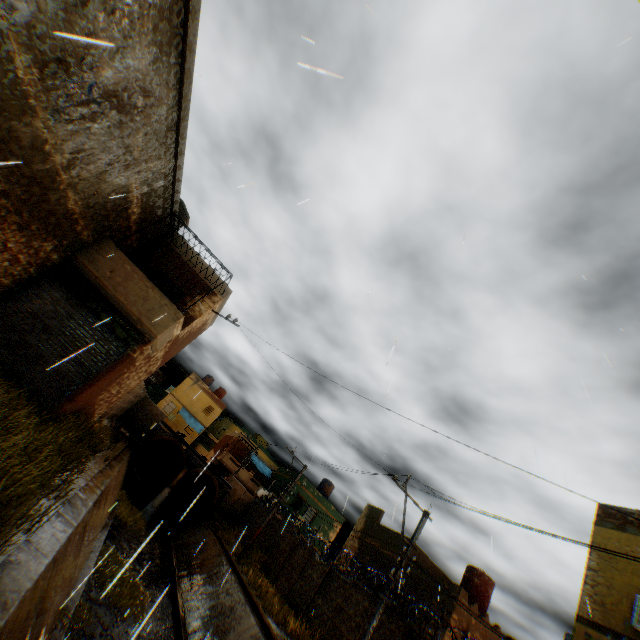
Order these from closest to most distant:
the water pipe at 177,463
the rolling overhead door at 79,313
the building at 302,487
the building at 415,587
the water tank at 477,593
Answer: the rolling overhead door at 79,313 < the building at 415,587 < the water tank at 477,593 < the water pipe at 177,463 < the building at 302,487

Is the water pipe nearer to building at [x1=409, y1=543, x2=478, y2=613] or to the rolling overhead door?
building at [x1=409, y1=543, x2=478, y2=613]

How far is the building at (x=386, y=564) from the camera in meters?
20.7

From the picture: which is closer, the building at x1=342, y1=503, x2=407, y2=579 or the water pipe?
the building at x1=342, y1=503, x2=407, y2=579

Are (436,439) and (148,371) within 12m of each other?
no

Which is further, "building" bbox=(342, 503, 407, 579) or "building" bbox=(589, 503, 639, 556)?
"building" bbox=(342, 503, 407, 579)

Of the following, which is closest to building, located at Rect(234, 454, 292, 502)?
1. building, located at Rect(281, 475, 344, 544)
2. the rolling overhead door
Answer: the rolling overhead door

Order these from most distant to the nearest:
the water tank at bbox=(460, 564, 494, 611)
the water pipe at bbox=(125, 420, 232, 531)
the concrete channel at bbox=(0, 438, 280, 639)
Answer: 1. the water pipe at bbox=(125, 420, 232, 531)
2. the water tank at bbox=(460, 564, 494, 611)
3. the concrete channel at bbox=(0, 438, 280, 639)
